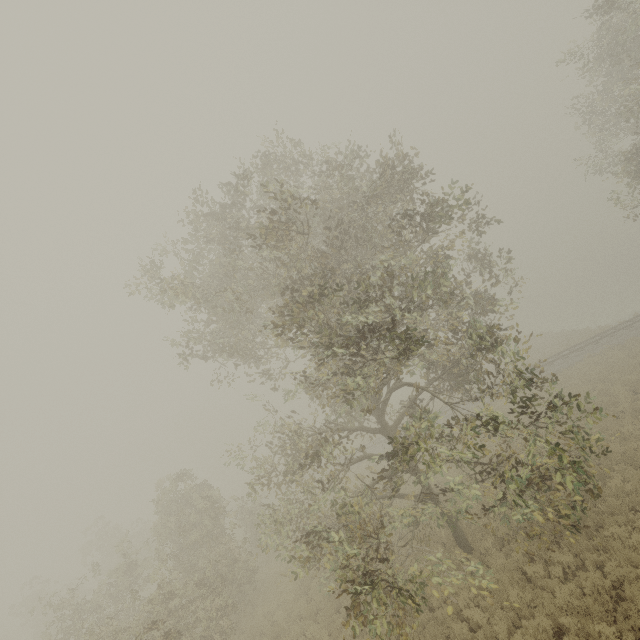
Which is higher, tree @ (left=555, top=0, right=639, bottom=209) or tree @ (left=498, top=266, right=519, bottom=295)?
tree @ (left=555, top=0, right=639, bottom=209)

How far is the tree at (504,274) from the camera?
12.2 meters

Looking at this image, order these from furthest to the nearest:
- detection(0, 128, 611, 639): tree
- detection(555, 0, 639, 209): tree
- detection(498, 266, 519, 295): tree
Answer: detection(498, 266, 519, 295): tree, detection(555, 0, 639, 209): tree, detection(0, 128, 611, 639): tree

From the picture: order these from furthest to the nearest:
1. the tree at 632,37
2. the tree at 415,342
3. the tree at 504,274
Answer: the tree at 504,274
the tree at 632,37
the tree at 415,342

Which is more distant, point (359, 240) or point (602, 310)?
point (602, 310)

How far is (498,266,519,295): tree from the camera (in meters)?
12.24

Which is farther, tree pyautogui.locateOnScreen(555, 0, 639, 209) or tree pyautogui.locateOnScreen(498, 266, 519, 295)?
tree pyautogui.locateOnScreen(498, 266, 519, 295)
